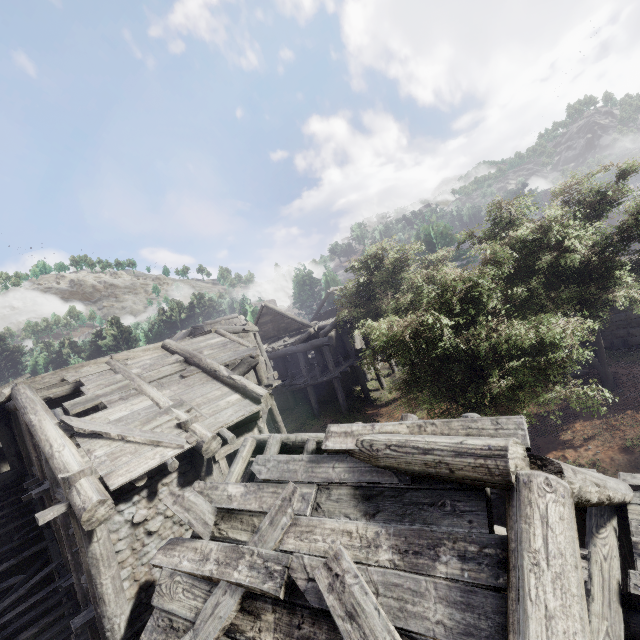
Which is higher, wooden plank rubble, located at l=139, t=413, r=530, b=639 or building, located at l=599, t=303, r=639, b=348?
wooden plank rubble, located at l=139, t=413, r=530, b=639

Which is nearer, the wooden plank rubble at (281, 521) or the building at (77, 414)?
the wooden plank rubble at (281, 521)

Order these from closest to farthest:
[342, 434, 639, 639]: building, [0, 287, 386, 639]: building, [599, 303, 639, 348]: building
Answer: [342, 434, 639, 639]: building, [0, 287, 386, 639]: building, [599, 303, 639, 348]: building

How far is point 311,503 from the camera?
4.0 meters

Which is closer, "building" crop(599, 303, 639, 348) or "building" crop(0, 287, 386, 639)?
"building" crop(0, 287, 386, 639)

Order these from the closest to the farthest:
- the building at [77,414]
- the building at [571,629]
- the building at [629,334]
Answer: the building at [571,629] < the building at [77,414] < the building at [629,334]
